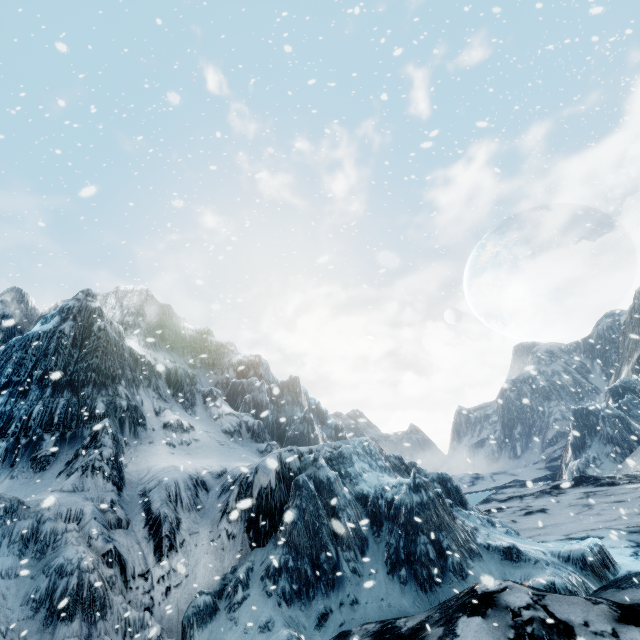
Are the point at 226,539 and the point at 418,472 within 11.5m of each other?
yes
